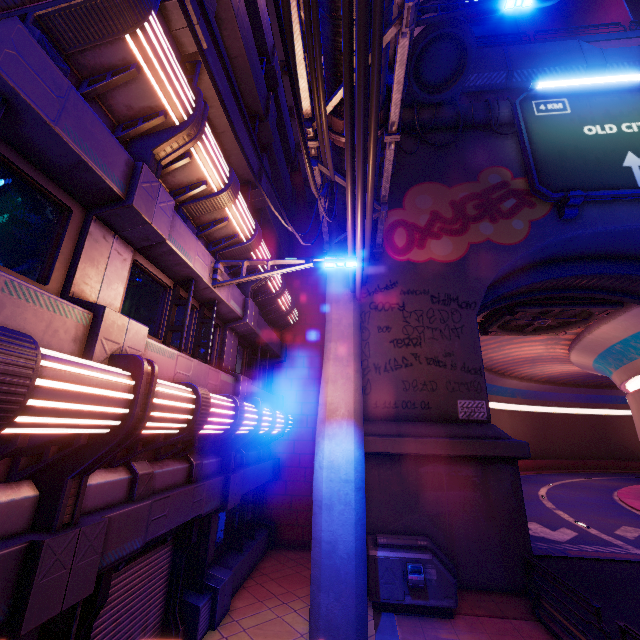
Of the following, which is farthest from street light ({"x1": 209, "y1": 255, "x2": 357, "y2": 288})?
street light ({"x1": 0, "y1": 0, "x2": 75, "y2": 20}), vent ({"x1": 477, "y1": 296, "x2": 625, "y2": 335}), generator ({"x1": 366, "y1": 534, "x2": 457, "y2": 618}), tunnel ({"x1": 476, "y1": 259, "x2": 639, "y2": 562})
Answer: vent ({"x1": 477, "y1": 296, "x2": 625, "y2": 335})

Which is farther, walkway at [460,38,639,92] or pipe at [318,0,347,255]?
walkway at [460,38,639,92]

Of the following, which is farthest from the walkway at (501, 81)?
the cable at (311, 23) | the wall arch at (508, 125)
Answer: the cable at (311, 23)

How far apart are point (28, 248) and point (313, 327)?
11.3 meters

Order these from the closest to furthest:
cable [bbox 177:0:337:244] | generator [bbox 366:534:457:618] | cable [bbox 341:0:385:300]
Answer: cable [bbox 177:0:337:244] → cable [bbox 341:0:385:300] → generator [bbox 366:534:457:618]

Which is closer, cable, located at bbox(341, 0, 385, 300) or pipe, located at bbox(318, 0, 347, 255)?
cable, located at bbox(341, 0, 385, 300)

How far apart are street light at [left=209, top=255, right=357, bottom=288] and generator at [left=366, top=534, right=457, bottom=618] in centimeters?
700cm

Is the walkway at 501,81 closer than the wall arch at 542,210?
No
